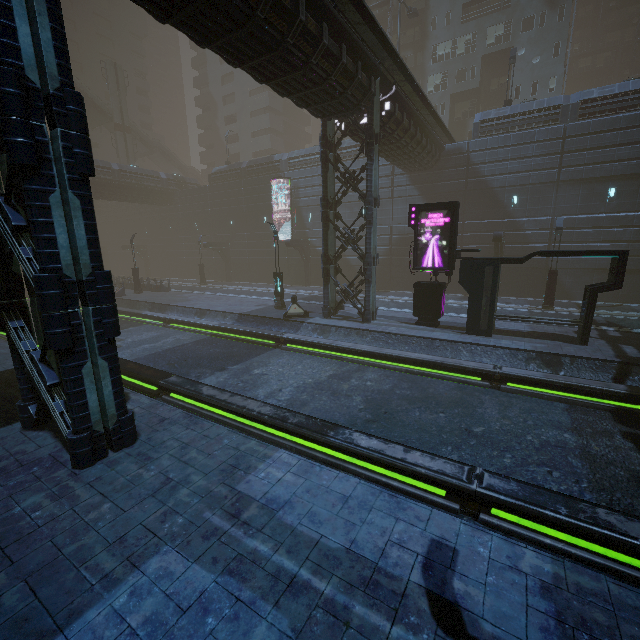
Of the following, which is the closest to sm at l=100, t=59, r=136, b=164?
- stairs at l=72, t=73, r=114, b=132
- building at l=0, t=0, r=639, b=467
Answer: A: stairs at l=72, t=73, r=114, b=132

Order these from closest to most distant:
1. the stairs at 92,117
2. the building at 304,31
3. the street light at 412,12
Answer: the building at 304,31 < the street light at 412,12 < the stairs at 92,117

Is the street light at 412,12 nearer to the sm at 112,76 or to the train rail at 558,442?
the train rail at 558,442

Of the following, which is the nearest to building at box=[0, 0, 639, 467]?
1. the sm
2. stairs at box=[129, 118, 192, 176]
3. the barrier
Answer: the barrier

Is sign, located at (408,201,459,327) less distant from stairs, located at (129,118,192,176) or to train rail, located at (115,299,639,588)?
train rail, located at (115,299,639,588)

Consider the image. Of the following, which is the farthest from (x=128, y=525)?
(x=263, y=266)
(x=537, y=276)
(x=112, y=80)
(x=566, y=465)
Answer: (x=112, y=80)

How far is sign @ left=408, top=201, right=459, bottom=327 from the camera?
15.19m

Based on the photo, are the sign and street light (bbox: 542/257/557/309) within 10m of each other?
yes
